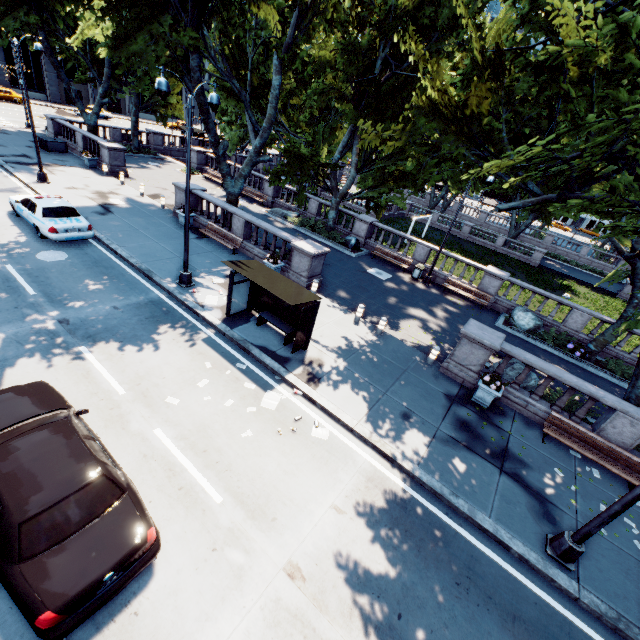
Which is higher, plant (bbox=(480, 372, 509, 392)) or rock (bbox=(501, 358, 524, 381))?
plant (bbox=(480, 372, 509, 392))

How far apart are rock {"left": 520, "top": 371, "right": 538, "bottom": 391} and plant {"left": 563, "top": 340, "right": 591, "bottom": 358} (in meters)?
5.73

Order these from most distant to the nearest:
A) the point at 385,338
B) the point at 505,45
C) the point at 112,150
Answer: the point at 112,150 → the point at 385,338 → the point at 505,45

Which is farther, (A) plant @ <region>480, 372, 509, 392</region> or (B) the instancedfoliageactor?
(A) plant @ <region>480, 372, 509, 392</region>

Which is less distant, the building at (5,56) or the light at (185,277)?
the light at (185,277)

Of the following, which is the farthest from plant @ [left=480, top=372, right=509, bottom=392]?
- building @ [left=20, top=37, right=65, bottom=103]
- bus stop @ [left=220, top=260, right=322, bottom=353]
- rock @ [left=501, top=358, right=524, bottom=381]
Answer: building @ [left=20, top=37, right=65, bottom=103]

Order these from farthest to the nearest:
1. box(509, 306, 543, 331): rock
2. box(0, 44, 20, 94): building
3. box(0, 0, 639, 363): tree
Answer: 1. box(0, 44, 20, 94): building
2. box(509, 306, 543, 331): rock
3. box(0, 0, 639, 363): tree

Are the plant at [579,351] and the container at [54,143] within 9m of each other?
no
